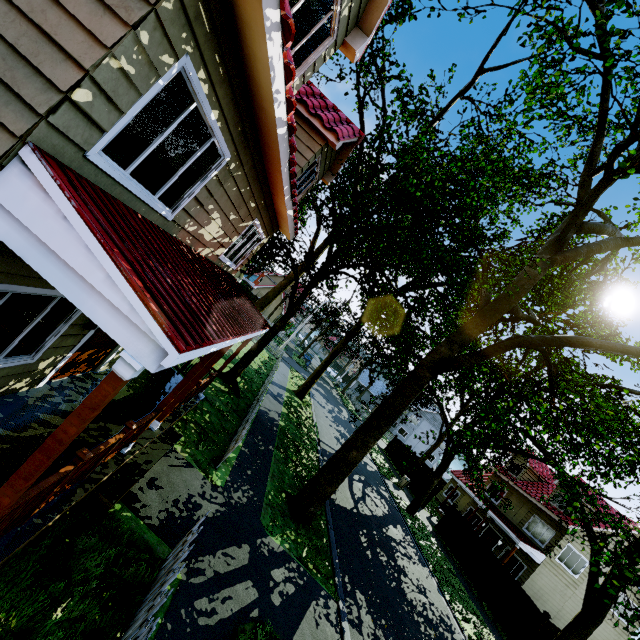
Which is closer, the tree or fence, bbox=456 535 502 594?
the tree

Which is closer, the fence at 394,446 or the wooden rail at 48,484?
the wooden rail at 48,484

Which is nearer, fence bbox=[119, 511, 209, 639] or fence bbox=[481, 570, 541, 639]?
fence bbox=[119, 511, 209, 639]

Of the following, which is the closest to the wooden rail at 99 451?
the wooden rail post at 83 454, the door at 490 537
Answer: the wooden rail post at 83 454

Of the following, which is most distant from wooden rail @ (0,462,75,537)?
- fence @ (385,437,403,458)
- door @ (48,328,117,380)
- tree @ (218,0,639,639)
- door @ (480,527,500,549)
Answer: door @ (480,527,500,549)

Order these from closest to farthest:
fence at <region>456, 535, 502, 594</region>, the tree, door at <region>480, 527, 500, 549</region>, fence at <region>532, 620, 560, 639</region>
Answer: the tree, fence at <region>532, 620, 560, 639</region>, fence at <region>456, 535, 502, 594</region>, door at <region>480, 527, 500, 549</region>

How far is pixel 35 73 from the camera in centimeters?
252cm

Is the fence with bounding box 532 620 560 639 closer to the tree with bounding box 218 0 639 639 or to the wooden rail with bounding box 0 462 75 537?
the tree with bounding box 218 0 639 639
